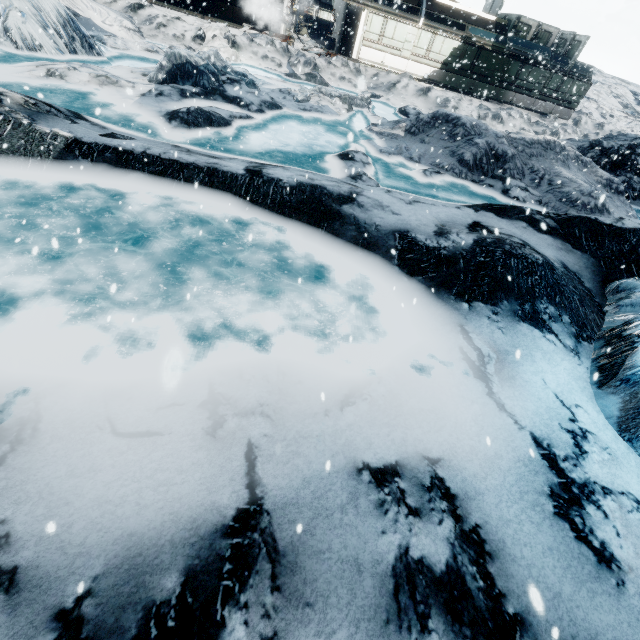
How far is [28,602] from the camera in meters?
2.2 m
